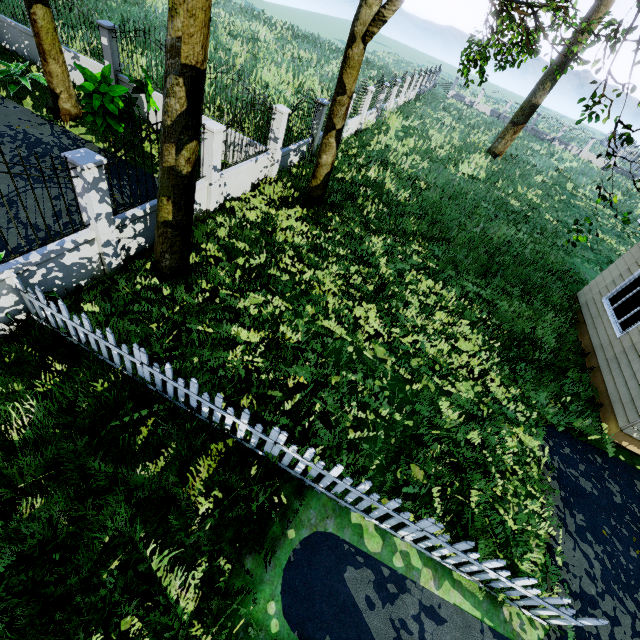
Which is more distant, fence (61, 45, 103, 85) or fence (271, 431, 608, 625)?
fence (61, 45, 103, 85)

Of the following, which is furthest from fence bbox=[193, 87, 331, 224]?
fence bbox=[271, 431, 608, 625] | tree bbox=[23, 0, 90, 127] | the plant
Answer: fence bbox=[271, 431, 608, 625]

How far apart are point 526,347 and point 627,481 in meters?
3.4 m

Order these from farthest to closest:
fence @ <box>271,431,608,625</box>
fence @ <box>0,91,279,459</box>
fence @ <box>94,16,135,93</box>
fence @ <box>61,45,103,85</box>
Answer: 1. fence @ <box>61,45,103,85</box>
2. fence @ <box>94,16,135,93</box>
3. fence @ <box>0,91,279,459</box>
4. fence @ <box>271,431,608,625</box>

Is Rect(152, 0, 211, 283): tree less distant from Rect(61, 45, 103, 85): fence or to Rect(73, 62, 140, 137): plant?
Rect(61, 45, 103, 85): fence

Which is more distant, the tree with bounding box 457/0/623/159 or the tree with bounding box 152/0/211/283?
the tree with bounding box 457/0/623/159

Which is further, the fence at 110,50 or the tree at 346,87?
the fence at 110,50

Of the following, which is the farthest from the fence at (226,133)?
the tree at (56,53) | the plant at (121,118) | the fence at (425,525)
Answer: the fence at (425,525)
